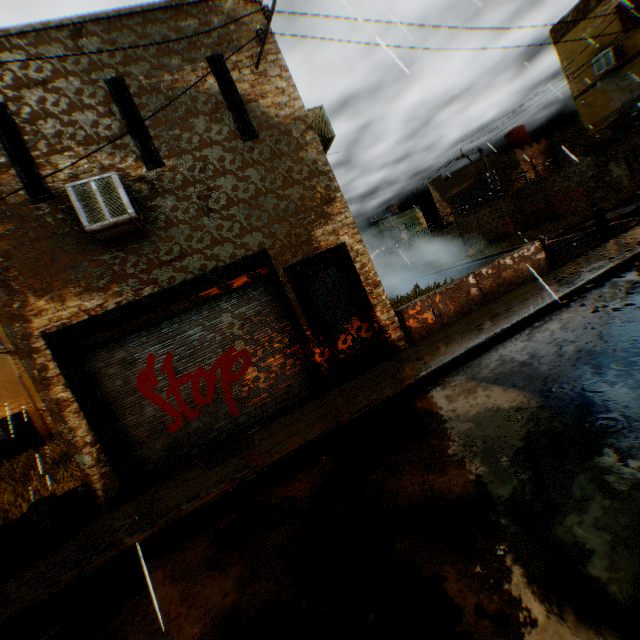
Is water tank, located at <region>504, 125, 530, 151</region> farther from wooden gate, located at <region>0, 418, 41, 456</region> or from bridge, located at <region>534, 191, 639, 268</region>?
wooden gate, located at <region>0, 418, 41, 456</region>

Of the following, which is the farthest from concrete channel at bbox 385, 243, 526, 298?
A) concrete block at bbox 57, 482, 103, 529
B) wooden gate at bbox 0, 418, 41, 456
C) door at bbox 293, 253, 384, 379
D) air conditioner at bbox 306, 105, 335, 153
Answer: wooden gate at bbox 0, 418, 41, 456

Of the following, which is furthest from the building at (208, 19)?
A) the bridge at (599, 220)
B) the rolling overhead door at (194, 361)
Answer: the bridge at (599, 220)

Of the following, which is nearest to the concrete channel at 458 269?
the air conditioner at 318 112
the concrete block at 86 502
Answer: the air conditioner at 318 112

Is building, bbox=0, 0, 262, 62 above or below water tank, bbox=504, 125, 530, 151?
above

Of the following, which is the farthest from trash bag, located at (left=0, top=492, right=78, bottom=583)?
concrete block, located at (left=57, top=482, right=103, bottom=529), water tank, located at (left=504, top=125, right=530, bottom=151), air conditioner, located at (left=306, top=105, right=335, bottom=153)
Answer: water tank, located at (left=504, top=125, right=530, bottom=151)

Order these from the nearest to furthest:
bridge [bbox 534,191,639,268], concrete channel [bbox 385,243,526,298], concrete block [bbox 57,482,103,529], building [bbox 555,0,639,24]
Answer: concrete block [bbox 57,482,103,529] → bridge [bbox 534,191,639,268] → building [bbox 555,0,639,24] → concrete channel [bbox 385,243,526,298]

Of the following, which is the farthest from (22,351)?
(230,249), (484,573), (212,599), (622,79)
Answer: (622,79)
